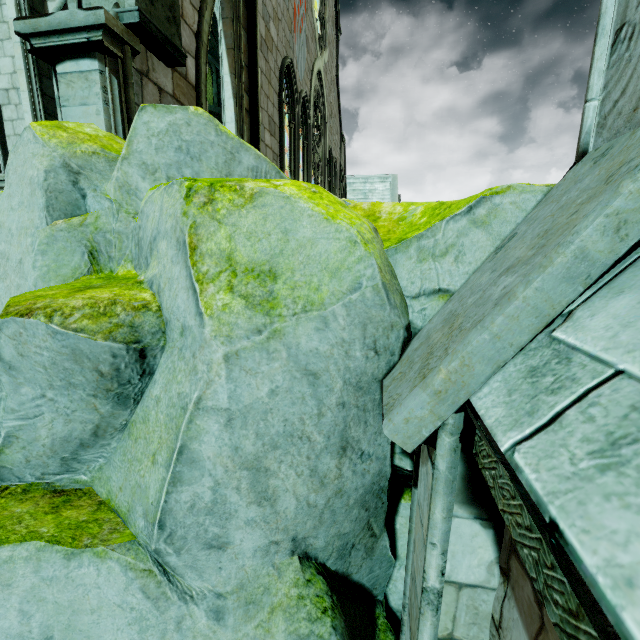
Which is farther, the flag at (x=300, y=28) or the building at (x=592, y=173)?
the flag at (x=300, y=28)

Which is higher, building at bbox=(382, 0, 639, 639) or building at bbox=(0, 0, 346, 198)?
building at bbox=(0, 0, 346, 198)

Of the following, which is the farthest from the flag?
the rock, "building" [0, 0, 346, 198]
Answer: the rock

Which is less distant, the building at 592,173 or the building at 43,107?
the building at 592,173

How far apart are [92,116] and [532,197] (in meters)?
4.78

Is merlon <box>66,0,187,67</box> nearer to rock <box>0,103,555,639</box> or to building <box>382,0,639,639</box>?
building <box>382,0,639,639</box>

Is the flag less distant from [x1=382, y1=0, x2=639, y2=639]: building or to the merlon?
[x1=382, y1=0, x2=639, y2=639]: building

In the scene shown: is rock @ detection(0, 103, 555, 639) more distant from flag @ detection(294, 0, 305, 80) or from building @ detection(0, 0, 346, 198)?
flag @ detection(294, 0, 305, 80)
